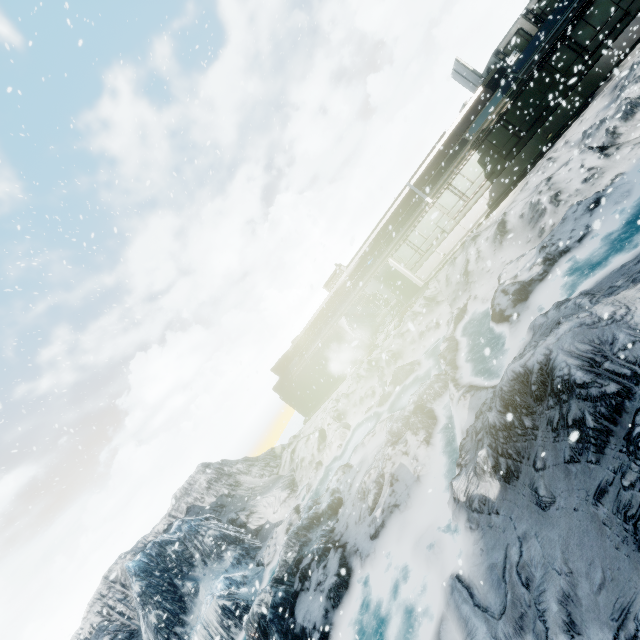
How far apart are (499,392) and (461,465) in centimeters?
248cm
